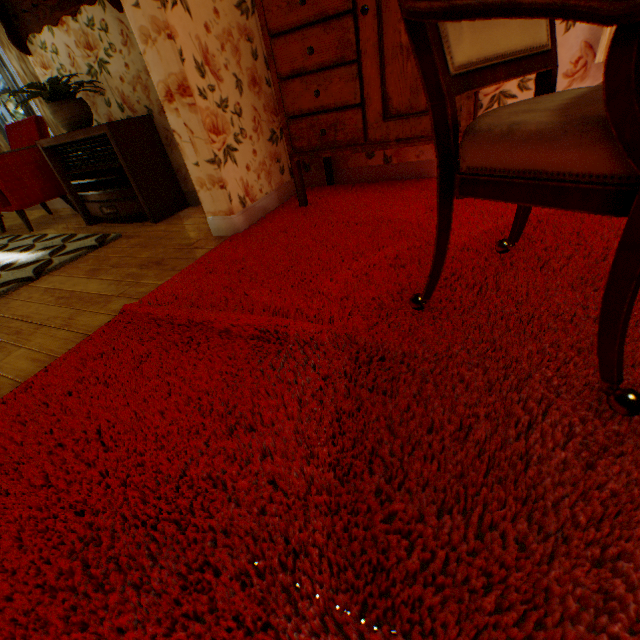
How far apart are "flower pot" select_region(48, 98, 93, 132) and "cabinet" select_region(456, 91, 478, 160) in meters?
2.1

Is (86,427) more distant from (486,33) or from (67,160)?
(67,160)

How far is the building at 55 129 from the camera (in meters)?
3.91

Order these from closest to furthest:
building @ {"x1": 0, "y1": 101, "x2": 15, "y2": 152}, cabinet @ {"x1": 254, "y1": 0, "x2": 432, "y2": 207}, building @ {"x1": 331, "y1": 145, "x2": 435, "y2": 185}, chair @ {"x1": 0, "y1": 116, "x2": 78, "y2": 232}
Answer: cabinet @ {"x1": 254, "y1": 0, "x2": 432, "y2": 207}
building @ {"x1": 331, "y1": 145, "x2": 435, "y2": 185}
chair @ {"x1": 0, "y1": 116, "x2": 78, "y2": 232}
building @ {"x1": 0, "y1": 101, "x2": 15, "y2": 152}

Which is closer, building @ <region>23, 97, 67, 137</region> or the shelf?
the shelf

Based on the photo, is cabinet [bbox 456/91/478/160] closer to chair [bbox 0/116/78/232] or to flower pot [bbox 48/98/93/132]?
flower pot [bbox 48/98/93/132]

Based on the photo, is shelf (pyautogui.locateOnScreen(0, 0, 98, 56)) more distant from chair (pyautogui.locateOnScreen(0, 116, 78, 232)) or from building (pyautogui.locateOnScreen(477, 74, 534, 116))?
chair (pyautogui.locateOnScreen(0, 116, 78, 232))

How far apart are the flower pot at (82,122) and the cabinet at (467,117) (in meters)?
2.08
